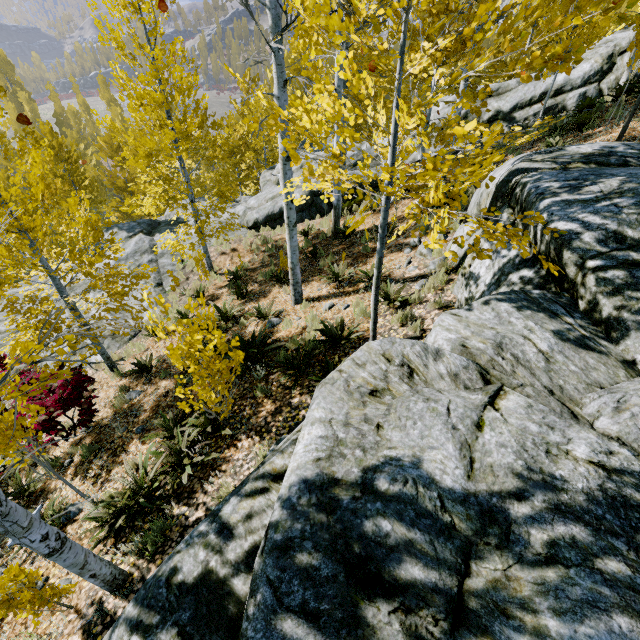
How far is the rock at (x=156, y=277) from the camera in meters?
12.5 m

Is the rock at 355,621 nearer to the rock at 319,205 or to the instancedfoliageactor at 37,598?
the instancedfoliageactor at 37,598

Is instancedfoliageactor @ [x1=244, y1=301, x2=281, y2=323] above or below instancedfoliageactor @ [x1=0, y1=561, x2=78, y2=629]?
below

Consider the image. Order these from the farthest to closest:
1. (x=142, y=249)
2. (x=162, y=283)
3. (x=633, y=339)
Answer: (x=142, y=249) < (x=162, y=283) < (x=633, y=339)

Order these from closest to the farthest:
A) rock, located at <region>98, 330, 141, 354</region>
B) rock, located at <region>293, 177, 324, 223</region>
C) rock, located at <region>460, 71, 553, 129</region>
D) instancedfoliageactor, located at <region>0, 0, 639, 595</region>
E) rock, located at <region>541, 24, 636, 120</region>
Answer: instancedfoliageactor, located at <region>0, 0, 639, 595</region>, rock, located at <region>98, 330, 141, 354</region>, rock, located at <region>541, 24, 636, 120</region>, rock, located at <region>460, 71, 553, 129</region>, rock, located at <region>293, 177, 324, 223</region>

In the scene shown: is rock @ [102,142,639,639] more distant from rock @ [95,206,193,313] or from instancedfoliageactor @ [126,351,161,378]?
rock @ [95,206,193,313]
